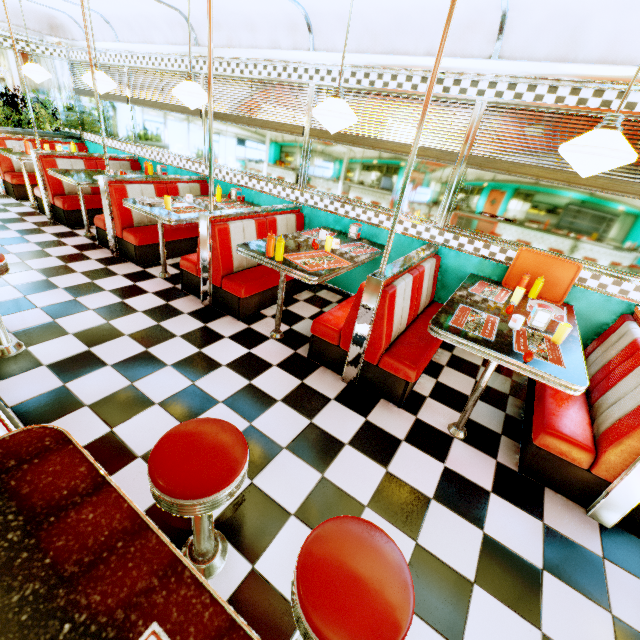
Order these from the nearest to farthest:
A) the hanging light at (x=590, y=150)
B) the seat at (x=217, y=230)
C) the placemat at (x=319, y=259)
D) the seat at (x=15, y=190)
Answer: the hanging light at (x=590, y=150) < the placemat at (x=319, y=259) < the seat at (x=217, y=230) < the seat at (x=15, y=190)

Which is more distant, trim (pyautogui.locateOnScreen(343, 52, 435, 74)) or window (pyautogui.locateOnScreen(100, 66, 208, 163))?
window (pyautogui.locateOnScreen(100, 66, 208, 163))

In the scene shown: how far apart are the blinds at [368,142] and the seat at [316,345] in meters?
1.0

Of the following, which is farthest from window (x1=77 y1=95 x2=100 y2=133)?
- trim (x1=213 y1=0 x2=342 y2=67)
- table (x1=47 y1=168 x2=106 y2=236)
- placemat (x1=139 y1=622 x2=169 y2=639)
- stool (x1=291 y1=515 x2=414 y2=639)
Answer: placemat (x1=139 y1=622 x2=169 y2=639)

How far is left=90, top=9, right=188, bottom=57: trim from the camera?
4.70m

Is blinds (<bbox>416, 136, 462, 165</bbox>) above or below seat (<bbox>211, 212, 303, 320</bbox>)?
above

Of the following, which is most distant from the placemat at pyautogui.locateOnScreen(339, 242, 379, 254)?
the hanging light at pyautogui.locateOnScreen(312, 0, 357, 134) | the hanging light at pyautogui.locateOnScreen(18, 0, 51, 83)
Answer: the hanging light at pyautogui.locateOnScreen(18, 0, 51, 83)

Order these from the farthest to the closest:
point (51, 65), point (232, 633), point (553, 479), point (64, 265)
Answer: point (51, 65) → point (64, 265) → point (553, 479) → point (232, 633)
